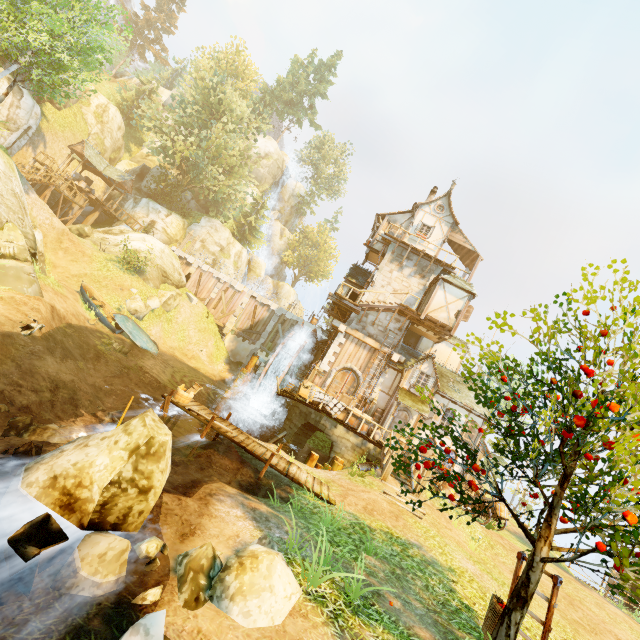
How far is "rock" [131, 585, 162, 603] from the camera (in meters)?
4.18

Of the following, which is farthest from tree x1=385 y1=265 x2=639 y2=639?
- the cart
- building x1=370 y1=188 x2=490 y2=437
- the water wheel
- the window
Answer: the water wheel

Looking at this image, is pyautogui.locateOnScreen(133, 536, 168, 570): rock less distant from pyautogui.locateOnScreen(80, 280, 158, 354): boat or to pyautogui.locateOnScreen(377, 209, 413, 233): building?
pyautogui.locateOnScreen(377, 209, 413, 233): building

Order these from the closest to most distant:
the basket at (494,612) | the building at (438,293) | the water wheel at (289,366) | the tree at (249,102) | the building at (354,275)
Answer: the basket at (494,612) < the building at (438,293) < the water wheel at (289,366) < the building at (354,275) < the tree at (249,102)

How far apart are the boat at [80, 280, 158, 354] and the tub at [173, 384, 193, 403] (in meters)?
10.88

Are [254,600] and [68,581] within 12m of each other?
yes

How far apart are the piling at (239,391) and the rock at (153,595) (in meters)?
16.80

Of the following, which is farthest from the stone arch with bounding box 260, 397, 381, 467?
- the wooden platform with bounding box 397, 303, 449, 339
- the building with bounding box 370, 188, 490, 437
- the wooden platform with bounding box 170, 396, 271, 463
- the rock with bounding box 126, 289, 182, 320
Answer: the rock with bounding box 126, 289, 182, 320
